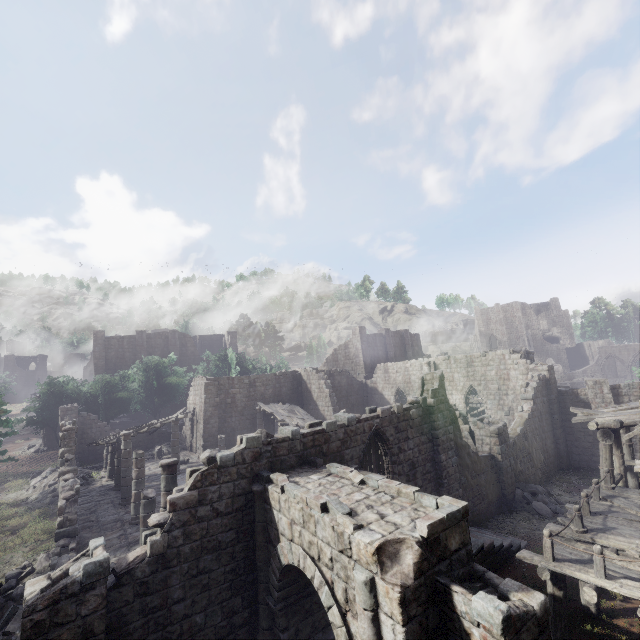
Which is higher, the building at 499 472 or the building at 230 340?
the building at 230 340

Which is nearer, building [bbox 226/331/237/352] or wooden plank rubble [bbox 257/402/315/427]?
wooden plank rubble [bbox 257/402/315/427]

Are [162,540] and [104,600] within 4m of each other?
yes

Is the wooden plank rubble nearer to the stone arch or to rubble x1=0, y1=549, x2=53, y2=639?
the stone arch

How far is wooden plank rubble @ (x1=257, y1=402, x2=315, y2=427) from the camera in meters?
25.7

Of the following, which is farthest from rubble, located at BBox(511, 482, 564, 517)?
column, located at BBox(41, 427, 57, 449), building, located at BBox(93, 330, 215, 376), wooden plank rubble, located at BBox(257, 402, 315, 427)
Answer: column, located at BBox(41, 427, 57, 449)

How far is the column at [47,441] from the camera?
35.16m

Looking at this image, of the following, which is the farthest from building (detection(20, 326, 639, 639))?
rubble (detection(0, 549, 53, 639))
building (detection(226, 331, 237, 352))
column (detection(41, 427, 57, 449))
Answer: building (detection(226, 331, 237, 352))
